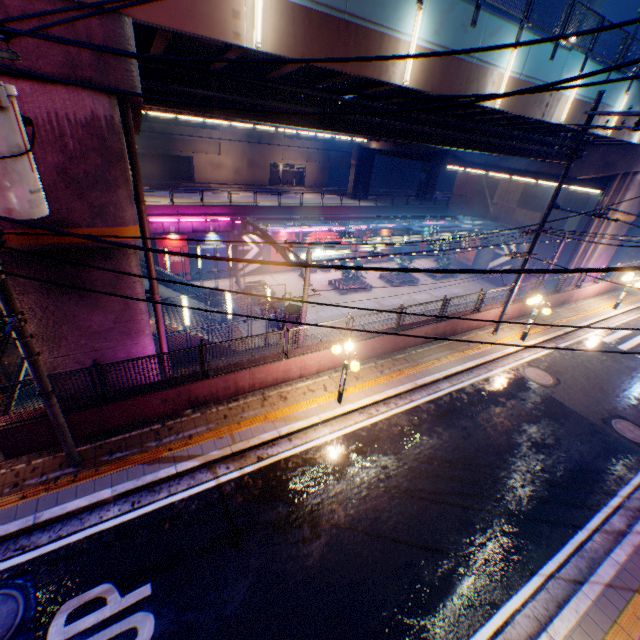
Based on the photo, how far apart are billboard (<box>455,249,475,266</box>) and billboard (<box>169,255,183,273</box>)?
33.3m

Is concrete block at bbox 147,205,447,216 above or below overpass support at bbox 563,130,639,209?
below

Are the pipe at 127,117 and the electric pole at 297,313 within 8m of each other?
yes

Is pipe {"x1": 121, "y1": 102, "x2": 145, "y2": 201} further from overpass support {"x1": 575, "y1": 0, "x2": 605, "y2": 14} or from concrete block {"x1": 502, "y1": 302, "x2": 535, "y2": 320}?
concrete block {"x1": 502, "y1": 302, "x2": 535, "y2": 320}

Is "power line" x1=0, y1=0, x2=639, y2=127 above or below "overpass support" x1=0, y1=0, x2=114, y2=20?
below

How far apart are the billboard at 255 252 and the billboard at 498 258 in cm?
2732

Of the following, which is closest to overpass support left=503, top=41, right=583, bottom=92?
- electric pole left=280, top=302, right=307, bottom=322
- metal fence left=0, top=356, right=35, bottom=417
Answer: metal fence left=0, top=356, right=35, bottom=417

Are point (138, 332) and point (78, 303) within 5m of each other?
yes
